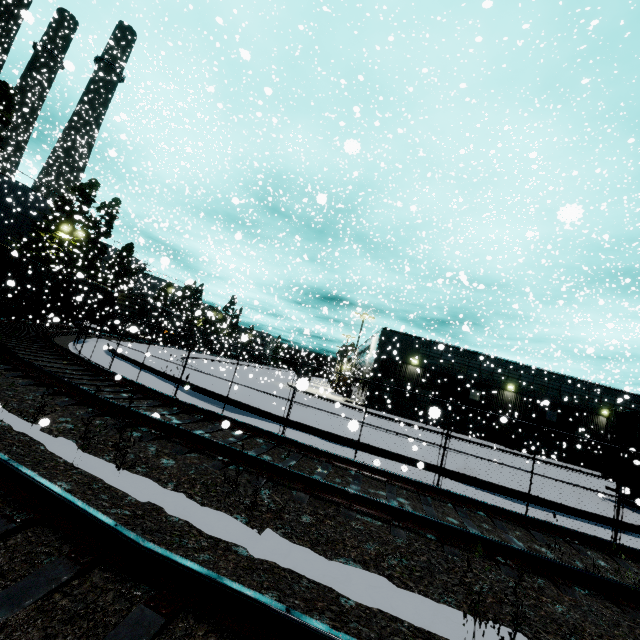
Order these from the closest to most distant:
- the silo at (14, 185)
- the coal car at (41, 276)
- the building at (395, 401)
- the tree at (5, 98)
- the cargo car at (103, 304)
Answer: the coal car at (41, 276) < the tree at (5, 98) < the building at (395, 401) < the cargo car at (103, 304) < the silo at (14, 185)

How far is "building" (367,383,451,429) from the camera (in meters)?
30.17

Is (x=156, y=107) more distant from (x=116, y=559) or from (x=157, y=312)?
(x=116, y=559)

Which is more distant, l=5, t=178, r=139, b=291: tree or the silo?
the silo

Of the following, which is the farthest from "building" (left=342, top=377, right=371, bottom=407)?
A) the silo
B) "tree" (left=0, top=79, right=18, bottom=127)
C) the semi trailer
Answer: "tree" (left=0, top=79, right=18, bottom=127)

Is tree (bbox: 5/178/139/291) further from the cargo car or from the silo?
the cargo car

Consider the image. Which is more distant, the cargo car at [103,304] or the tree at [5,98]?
the cargo car at [103,304]

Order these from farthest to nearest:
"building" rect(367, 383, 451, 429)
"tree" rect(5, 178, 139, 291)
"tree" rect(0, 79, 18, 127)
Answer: "tree" rect(5, 178, 139, 291), "building" rect(367, 383, 451, 429), "tree" rect(0, 79, 18, 127)
